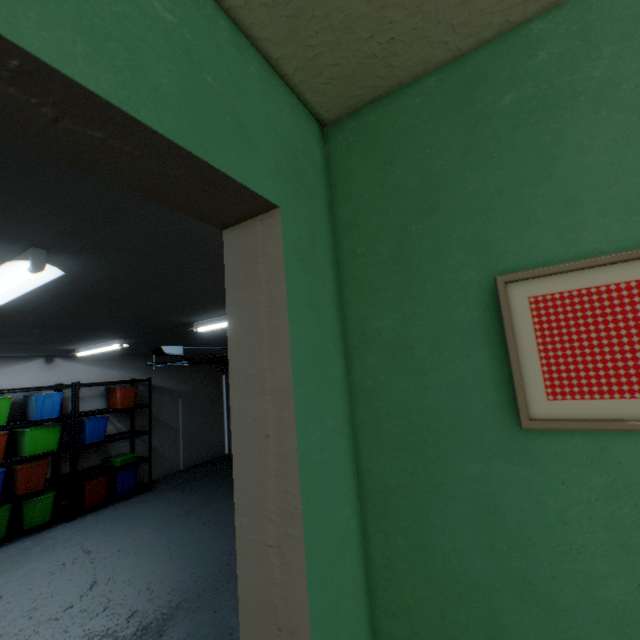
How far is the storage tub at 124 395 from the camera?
5.6 meters

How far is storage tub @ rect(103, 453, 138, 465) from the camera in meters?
5.4

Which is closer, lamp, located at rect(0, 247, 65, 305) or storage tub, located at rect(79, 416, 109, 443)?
lamp, located at rect(0, 247, 65, 305)

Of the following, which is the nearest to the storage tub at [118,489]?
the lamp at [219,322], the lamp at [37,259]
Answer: the lamp at [219,322]

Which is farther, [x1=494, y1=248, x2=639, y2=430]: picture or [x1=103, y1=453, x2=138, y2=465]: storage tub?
[x1=103, y1=453, x2=138, y2=465]: storage tub

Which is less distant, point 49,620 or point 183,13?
point 183,13

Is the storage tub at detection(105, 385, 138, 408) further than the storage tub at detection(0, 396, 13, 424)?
Yes

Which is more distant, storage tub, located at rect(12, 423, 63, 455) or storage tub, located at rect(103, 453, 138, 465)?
storage tub, located at rect(103, 453, 138, 465)
